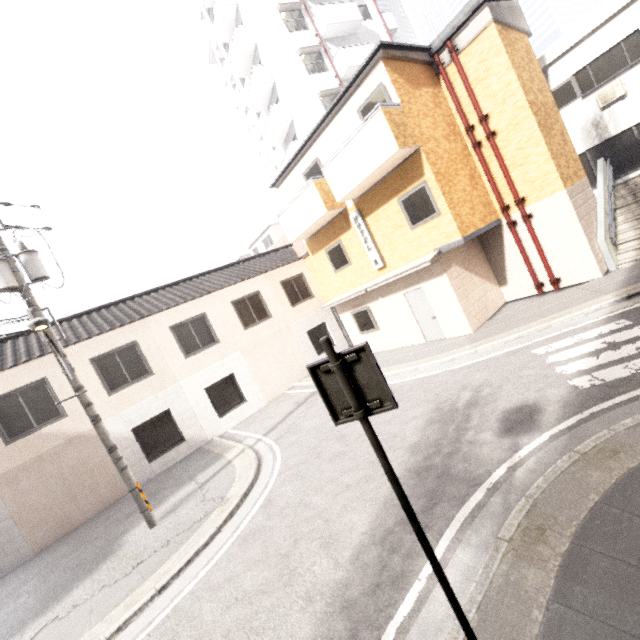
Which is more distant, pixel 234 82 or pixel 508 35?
pixel 234 82

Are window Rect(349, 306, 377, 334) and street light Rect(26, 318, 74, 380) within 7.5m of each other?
no

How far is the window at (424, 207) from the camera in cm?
1002

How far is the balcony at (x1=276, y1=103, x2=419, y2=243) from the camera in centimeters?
918cm

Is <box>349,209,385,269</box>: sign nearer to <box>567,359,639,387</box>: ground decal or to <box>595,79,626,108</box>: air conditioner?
<box>567,359,639,387</box>: ground decal

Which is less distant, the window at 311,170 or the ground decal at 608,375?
the ground decal at 608,375

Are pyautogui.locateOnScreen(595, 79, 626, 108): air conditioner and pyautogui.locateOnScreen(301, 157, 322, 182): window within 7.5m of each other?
no

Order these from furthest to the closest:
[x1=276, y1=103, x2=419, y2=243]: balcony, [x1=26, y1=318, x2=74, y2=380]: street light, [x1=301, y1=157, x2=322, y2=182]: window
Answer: [x1=301, y1=157, x2=322, y2=182]: window → [x1=276, y1=103, x2=419, y2=243]: balcony → [x1=26, y1=318, x2=74, y2=380]: street light
